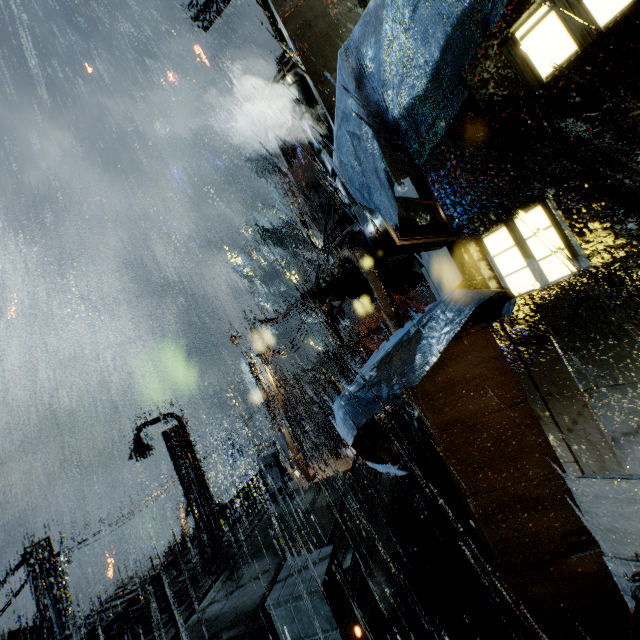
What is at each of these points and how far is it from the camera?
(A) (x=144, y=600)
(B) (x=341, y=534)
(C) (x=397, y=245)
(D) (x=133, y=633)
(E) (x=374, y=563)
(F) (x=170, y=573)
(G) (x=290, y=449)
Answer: (A) building, 11.63m
(B) bridge, 8.23m
(C) sign, 3.59m
(D) building, 9.74m
(E) bridge, 6.59m
(F) building, 12.45m
(G) street light, 18.41m

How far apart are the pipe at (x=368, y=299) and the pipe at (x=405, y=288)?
0.59m

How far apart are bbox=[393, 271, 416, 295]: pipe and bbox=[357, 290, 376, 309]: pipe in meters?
0.6

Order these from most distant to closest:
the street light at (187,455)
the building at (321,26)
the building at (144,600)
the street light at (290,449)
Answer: the street light at (290,449) < the street light at (187,455) < the building at (144,600) < the building at (321,26)

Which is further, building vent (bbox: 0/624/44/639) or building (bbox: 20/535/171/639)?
building vent (bbox: 0/624/44/639)

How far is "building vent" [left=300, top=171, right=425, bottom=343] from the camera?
10.02m

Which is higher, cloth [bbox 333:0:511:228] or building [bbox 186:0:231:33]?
building [bbox 186:0:231:33]

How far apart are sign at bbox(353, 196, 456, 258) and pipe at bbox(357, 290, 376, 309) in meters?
10.8
